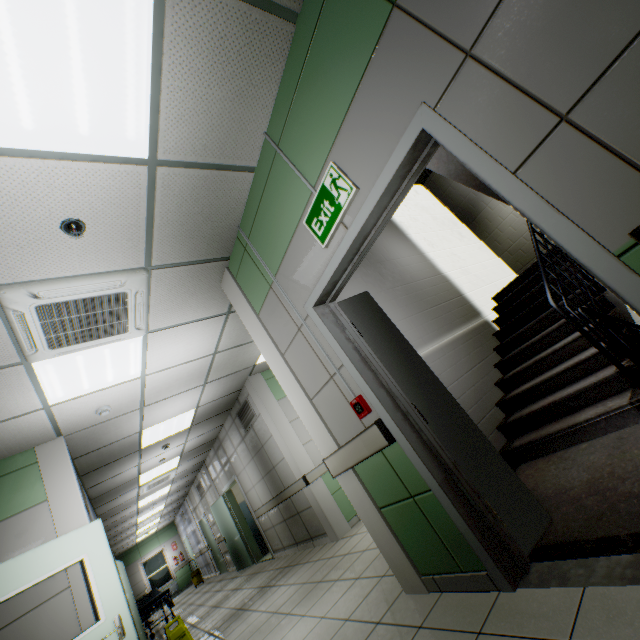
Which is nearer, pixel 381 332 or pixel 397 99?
pixel 397 99

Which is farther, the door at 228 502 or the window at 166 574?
the window at 166 574

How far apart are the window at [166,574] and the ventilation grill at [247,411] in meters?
16.2

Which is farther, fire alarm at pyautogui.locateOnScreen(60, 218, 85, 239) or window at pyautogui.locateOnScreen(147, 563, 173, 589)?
window at pyautogui.locateOnScreen(147, 563, 173, 589)

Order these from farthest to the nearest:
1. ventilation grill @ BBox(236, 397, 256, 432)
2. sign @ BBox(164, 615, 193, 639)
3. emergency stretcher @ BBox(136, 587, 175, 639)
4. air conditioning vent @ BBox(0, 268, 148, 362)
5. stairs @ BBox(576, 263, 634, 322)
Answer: emergency stretcher @ BBox(136, 587, 175, 639) → ventilation grill @ BBox(236, 397, 256, 432) → sign @ BBox(164, 615, 193, 639) → stairs @ BBox(576, 263, 634, 322) → air conditioning vent @ BBox(0, 268, 148, 362)

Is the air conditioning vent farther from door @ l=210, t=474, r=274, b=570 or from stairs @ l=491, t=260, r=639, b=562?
door @ l=210, t=474, r=274, b=570

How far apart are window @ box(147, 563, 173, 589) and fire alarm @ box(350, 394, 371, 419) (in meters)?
21.44

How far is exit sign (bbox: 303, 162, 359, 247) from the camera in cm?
197
